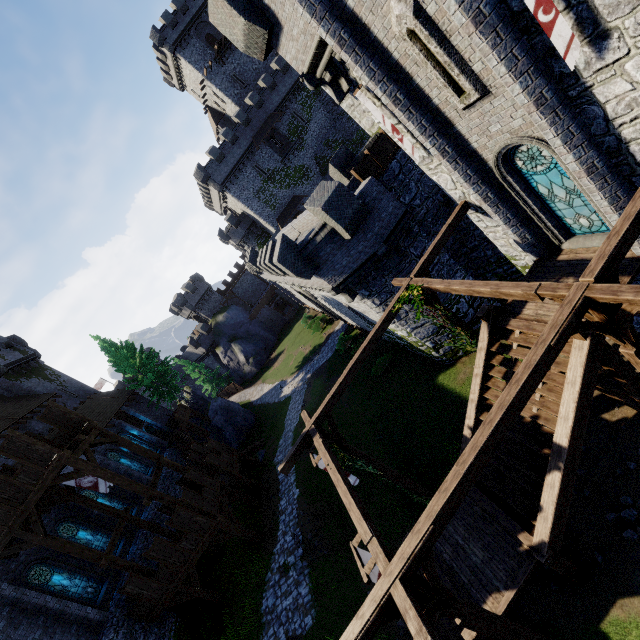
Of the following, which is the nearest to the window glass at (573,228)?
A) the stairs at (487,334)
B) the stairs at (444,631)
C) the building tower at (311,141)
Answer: the stairs at (487,334)

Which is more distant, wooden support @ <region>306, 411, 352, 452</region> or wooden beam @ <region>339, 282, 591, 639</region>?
wooden support @ <region>306, 411, 352, 452</region>

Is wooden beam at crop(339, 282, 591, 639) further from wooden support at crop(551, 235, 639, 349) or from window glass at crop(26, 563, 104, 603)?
window glass at crop(26, 563, 104, 603)

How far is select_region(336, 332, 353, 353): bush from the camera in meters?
30.6 m

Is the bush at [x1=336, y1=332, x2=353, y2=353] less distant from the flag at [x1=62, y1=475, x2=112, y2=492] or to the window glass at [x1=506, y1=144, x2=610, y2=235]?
the flag at [x1=62, y1=475, x2=112, y2=492]

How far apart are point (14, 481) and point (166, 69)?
58.47m

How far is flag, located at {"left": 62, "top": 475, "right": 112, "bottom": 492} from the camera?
16.86m

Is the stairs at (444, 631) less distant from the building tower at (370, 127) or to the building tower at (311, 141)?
the building tower at (370, 127)
